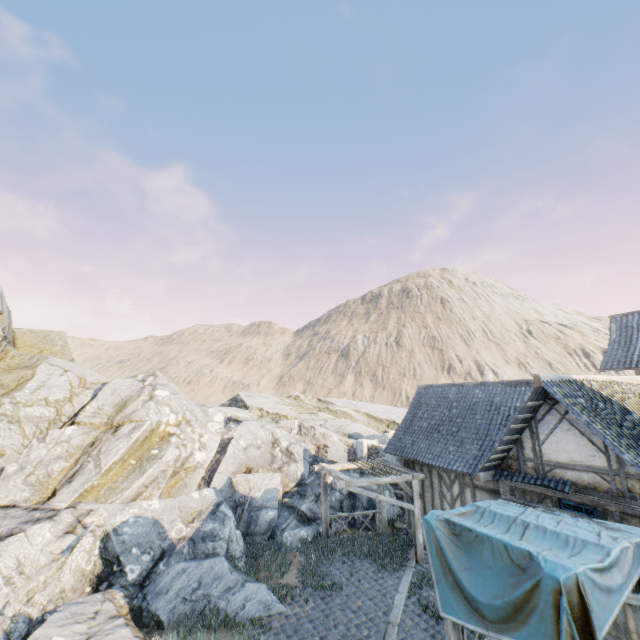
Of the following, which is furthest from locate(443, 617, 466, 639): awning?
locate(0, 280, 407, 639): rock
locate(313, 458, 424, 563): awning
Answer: locate(0, 280, 407, 639): rock

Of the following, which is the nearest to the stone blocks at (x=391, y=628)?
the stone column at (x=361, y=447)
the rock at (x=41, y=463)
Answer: the rock at (x=41, y=463)

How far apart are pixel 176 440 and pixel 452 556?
13.0 meters

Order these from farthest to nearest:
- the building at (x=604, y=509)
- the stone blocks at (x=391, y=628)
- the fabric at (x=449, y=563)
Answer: the stone blocks at (x=391, y=628), the building at (x=604, y=509), the fabric at (x=449, y=563)

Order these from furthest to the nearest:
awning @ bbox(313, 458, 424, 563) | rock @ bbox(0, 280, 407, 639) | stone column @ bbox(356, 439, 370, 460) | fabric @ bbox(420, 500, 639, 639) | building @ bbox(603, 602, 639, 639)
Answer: stone column @ bbox(356, 439, 370, 460)
awning @ bbox(313, 458, 424, 563)
rock @ bbox(0, 280, 407, 639)
building @ bbox(603, 602, 639, 639)
fabric @ bbox(420, 500, 639, 639)

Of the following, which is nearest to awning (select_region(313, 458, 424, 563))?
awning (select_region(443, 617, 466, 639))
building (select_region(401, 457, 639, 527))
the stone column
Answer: building (select_region(401, 457, 639, 527))

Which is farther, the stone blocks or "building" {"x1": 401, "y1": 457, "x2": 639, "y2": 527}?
the stone blocks

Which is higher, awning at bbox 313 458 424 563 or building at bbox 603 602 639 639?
awning at bbox 313 458 424 563
